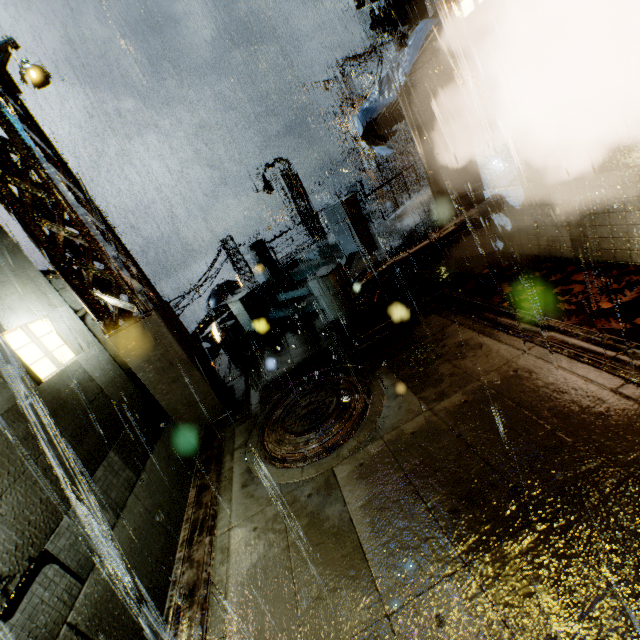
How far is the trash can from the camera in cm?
1030

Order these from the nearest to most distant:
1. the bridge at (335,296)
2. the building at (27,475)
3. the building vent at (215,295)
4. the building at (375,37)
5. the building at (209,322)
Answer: the building at (27,475), the bridge at (335,296), the building at (209,322), the building at (375,37), the building vent at (215,295)

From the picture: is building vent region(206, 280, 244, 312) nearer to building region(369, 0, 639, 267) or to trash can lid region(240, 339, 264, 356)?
building region(369, 0, 639, 267)

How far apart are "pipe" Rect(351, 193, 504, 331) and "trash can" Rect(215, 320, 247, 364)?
4.1m

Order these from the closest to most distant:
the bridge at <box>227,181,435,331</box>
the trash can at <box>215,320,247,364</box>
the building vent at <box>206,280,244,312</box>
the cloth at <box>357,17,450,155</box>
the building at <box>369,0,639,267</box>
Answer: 1. the building at <box>369,0,639,267</box>
2. the cloth at <box>357,17,450,155</box>
3. the bridge at <box>227,181,435,331</box>
4. the trash can at <box>215,320,247,364</box>
5. the building vent at <box>206,280,244,312</box>

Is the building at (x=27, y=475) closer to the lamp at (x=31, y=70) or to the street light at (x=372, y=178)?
the street light at (x=372, y=178)

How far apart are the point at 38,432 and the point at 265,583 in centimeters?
453cm

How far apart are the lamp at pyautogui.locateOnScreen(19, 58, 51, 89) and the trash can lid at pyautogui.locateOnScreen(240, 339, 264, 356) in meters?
7.4 m
